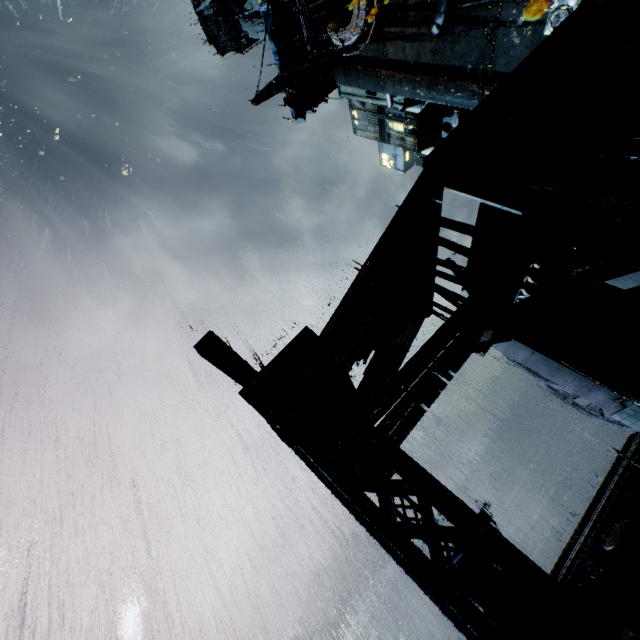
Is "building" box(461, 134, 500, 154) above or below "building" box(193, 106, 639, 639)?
above

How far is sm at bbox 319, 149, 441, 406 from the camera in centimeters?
625cm

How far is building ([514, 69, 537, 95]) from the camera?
8.71m

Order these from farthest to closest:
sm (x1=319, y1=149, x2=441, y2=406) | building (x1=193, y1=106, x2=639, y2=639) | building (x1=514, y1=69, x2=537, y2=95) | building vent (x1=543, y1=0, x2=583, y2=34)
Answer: building vent (x1=543, y1=0, x2=583, y2=34), building (x1=514, y1=69, x2=537, y2=95), sm (x1=319, y1=149, x2=441, y2=406), building (x1=193, y1=106, x2=639, y2=639)

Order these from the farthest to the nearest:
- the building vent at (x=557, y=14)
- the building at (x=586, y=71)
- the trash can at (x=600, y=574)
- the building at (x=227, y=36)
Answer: the building at (x=227, y=36), the building vent at (x=557, y=14), the building at (x=586, y=71), the trash can at (x=600, y=574)

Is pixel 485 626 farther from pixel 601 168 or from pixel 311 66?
pixel 311 66

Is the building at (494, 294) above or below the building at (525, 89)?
below
